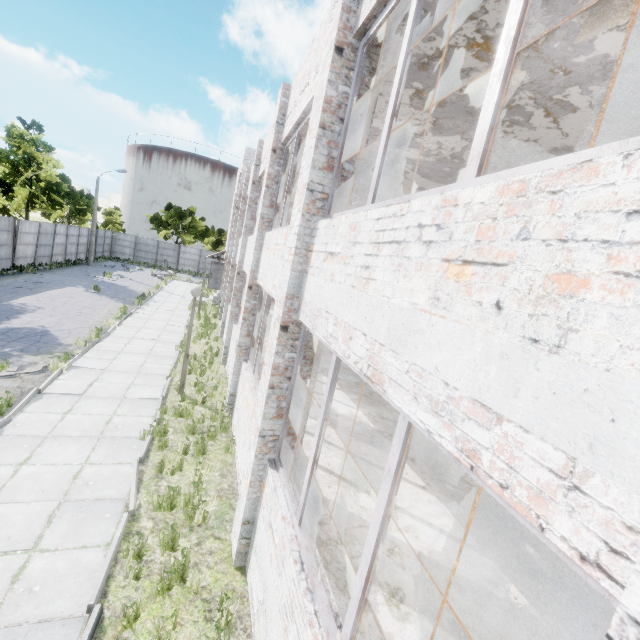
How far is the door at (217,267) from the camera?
26.5m

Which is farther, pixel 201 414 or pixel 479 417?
pixel 201 414

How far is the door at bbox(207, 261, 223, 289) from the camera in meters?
26.5
